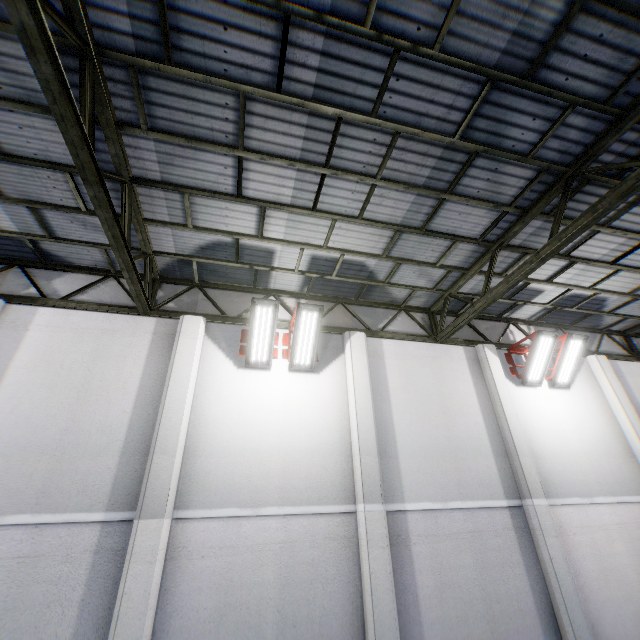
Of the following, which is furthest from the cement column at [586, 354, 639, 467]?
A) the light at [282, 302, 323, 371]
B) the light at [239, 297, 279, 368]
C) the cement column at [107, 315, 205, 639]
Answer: the cement column at [107, 315, 205, 639]

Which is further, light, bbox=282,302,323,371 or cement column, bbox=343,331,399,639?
light, bbox=282,302,323,371

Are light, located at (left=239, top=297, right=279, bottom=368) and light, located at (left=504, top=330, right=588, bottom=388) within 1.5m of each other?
no

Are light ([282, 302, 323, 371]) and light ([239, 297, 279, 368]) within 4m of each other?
yes

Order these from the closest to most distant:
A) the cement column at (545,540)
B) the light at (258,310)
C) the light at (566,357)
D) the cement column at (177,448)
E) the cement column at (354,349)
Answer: the cement column at (177,448)
the cement column at (354,349)
the cement column at (545,540)
the light at (258,310)
the light at (566,357)

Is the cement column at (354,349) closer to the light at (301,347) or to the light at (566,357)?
the light at (301,347)

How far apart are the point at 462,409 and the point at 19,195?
10.5m

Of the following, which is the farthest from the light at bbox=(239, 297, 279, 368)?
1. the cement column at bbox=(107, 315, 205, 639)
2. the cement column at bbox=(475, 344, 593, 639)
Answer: the cement column at bbox=(475, 344, 593, 639)
